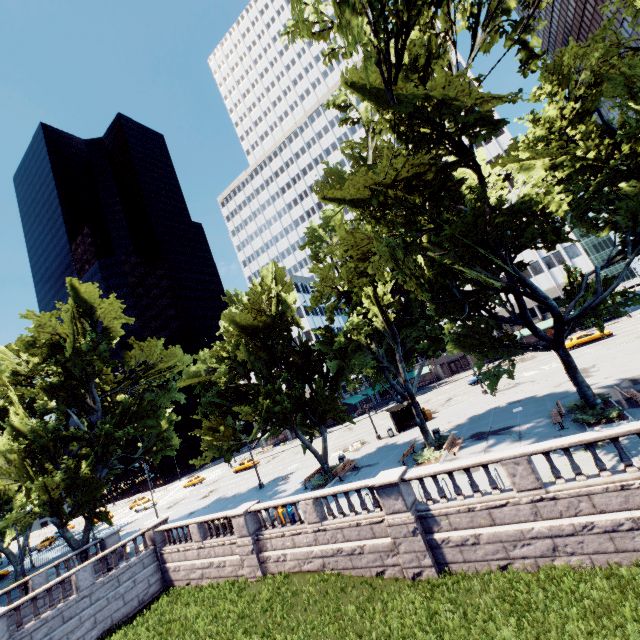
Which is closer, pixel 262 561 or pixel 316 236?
pixel 262 561

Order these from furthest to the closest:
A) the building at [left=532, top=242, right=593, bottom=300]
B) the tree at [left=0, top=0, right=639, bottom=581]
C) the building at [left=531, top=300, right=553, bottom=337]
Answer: the building at [left=531, top=300, right=553, bottom=337] < the building at [left=532, top=242, right=593, bottom=300] < the tree at [left=0, top=0, right=639, bottom=581]

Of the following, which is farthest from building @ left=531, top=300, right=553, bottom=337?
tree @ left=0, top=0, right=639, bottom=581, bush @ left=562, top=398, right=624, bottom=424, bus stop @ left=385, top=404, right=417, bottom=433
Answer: bush @ left=562, top=398, right=624, bottom=424

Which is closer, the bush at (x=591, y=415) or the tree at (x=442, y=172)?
the tree at (x=442, y=172)

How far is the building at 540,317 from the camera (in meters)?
57.53

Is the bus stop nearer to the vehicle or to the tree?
the tree

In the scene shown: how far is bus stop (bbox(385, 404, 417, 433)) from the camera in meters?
33.1

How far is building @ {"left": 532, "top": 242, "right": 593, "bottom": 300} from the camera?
56.2m
